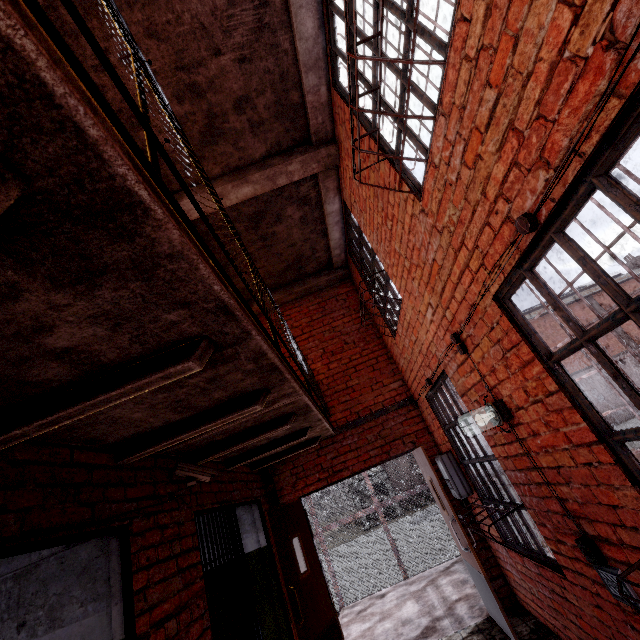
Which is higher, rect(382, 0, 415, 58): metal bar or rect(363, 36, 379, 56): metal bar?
rect(363, 36, 379, 56): metal bar

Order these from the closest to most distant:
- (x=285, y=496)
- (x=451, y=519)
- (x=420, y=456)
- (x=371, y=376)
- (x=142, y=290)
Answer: (x=142, y=290) < (x=451, y=519) < (x=420, y=456) < (x=285, y=496) < (x=371, y=376)

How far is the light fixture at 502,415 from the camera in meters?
2.5 m

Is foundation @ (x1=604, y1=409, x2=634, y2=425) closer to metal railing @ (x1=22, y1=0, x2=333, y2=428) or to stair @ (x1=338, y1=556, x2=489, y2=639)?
stair @ (x1=338, y1=556, x2=489, y2=639)

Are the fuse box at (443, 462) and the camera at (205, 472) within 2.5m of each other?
no

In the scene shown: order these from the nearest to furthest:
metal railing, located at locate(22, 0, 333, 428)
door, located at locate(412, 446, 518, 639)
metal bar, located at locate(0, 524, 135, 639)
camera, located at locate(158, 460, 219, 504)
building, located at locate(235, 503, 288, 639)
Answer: metal railing, located at locate(22, 0, 333, 428) < metal bar, located at locate(0, 524, 135, 639) < camera, located at locate(158, 460, 219, 504) < door, located at locate(412, 446, 518, 639) < building, located at locate(235, 503, 288, 639)

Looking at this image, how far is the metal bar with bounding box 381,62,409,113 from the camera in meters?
2.2 m

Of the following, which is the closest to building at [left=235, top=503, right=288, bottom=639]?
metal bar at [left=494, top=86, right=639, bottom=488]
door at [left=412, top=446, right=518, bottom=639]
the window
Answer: metal bar at [left=494, top=86, right=639, bottom=488]
